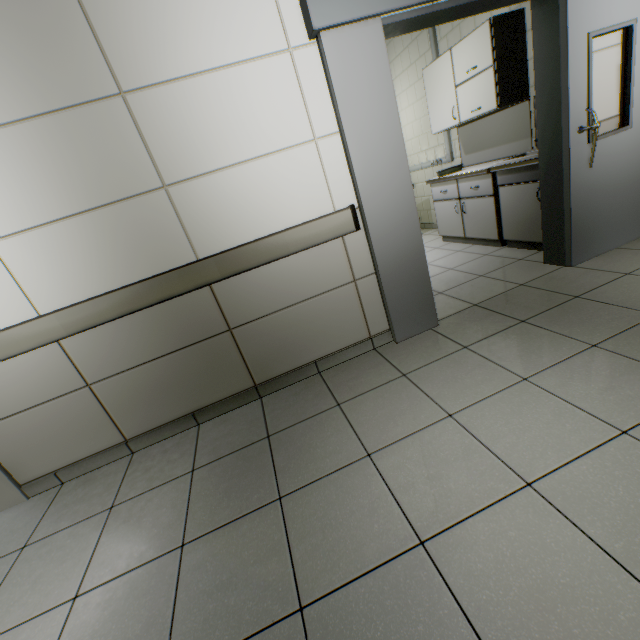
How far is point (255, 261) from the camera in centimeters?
218cm

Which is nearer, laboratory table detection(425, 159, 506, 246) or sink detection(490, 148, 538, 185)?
sink detection(490, 148, 538, 185)

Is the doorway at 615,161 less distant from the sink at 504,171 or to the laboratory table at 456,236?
the sink at 504,171

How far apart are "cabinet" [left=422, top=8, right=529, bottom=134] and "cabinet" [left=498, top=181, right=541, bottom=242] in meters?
0.8 m

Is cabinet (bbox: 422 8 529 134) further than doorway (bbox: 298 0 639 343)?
Yes

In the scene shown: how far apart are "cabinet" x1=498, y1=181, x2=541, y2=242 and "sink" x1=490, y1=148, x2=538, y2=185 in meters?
0.0

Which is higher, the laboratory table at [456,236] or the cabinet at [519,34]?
the cabinet at [519,34]

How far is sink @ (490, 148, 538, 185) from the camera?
3.12m
